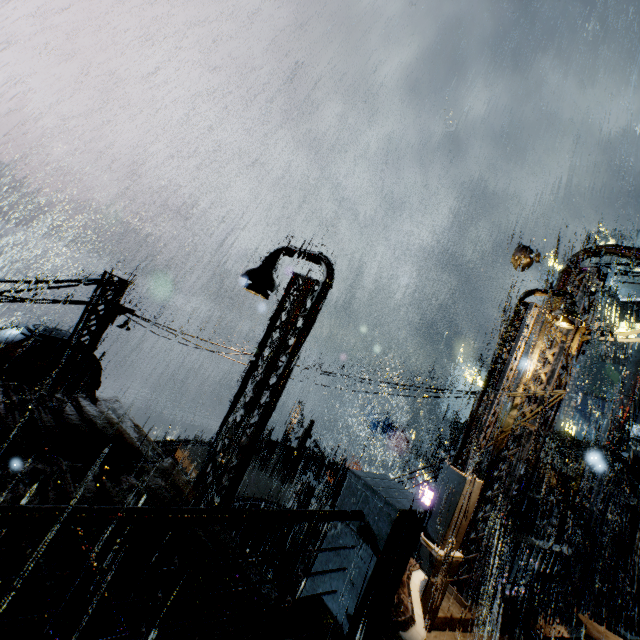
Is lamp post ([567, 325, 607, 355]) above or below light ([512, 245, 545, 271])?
below

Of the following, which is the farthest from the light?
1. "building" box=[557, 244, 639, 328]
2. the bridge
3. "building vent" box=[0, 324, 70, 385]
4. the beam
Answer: the beam

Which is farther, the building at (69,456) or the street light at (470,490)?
the street light at (470,490)

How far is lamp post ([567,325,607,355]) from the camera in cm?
830

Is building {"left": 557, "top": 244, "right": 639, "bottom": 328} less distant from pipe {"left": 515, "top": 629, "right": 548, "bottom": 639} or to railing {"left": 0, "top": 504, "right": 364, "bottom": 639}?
pipe {"left": 515, "top": 629, "right": 548, "bottom": 639}

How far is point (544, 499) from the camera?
10.2 meters

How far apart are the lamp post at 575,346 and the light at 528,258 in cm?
Result: 217

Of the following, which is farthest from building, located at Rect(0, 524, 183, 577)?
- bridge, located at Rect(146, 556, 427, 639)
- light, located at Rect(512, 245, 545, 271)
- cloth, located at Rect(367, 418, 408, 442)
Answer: cloth, located at Rect(367, 418, 408, 442)
